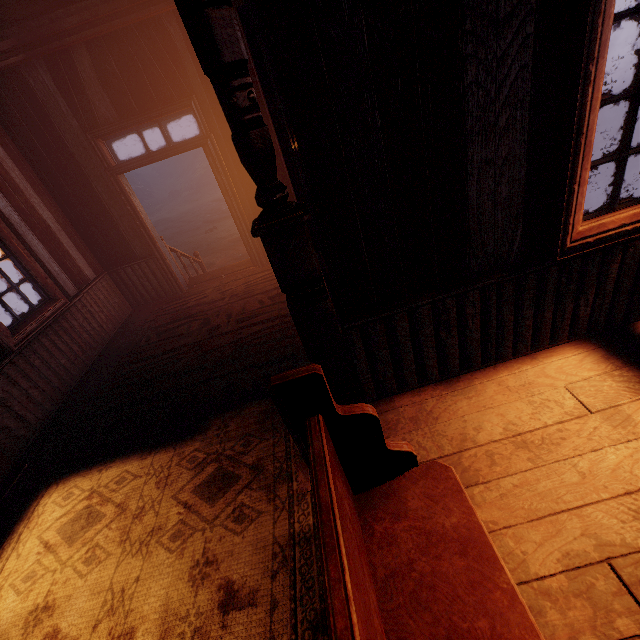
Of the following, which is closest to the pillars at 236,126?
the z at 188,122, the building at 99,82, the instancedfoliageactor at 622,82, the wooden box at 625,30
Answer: the building at 99,82

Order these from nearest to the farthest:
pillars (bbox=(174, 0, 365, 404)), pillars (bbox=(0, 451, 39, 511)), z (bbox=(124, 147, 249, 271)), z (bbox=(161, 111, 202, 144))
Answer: pillars (bbox=(174, 0, 365, 404))
pillars (bbox=(0, 451, 39, 511))
z (bbox=(124, 147, 249, 271))
z (bbox=(161, 111, 202, 144))

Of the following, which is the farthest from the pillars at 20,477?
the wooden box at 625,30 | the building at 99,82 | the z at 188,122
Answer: the wooden box at 625,30

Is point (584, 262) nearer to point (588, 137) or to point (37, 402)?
point (588, 137)

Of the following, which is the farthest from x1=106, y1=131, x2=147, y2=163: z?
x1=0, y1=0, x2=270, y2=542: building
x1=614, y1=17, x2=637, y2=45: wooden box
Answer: x1=614, y1=17, x2=637, y2=45: wooden box

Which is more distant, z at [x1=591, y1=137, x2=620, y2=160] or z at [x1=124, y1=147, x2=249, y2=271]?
z at [x1=124, y1=147, x2=249, y2=271]

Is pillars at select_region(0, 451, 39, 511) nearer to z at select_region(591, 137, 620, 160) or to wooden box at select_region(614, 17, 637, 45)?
z at select_region(591, 137, 620, 160)

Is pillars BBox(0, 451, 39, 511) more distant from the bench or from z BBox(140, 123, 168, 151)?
z BBox(140, 123, 168, 151)
